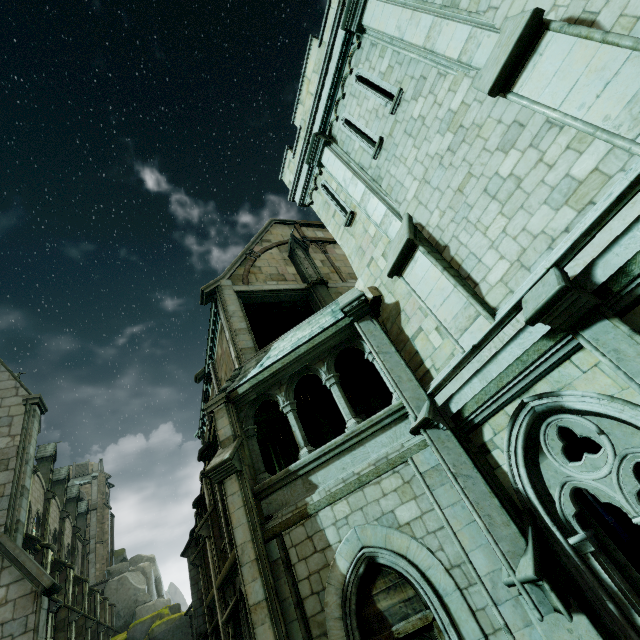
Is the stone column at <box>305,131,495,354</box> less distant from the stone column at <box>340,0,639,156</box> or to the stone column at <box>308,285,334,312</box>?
the stone column at <box>340,0,639,156</box>

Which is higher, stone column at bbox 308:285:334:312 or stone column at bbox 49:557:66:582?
stone column at bbox 308:285:334:312

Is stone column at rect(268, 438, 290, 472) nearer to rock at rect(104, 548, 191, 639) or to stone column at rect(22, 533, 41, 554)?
stone column at rect(22, 533, 41, 554)

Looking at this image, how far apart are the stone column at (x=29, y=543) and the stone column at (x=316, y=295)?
18.1m

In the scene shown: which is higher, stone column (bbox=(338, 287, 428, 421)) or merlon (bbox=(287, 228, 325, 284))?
merlon (bbox=(287, 228, 325, 284))

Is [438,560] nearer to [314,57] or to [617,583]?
[617,583]

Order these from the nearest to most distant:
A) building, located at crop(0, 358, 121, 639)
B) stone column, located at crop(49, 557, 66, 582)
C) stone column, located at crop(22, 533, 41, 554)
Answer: building, located at crop(0, 358, 121, 639), stone column, located at crop(22, 533, 41, 554), stone column, located at crop(49, 557, 66, 582)

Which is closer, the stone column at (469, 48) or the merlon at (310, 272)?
the stone column at (469, 48)
